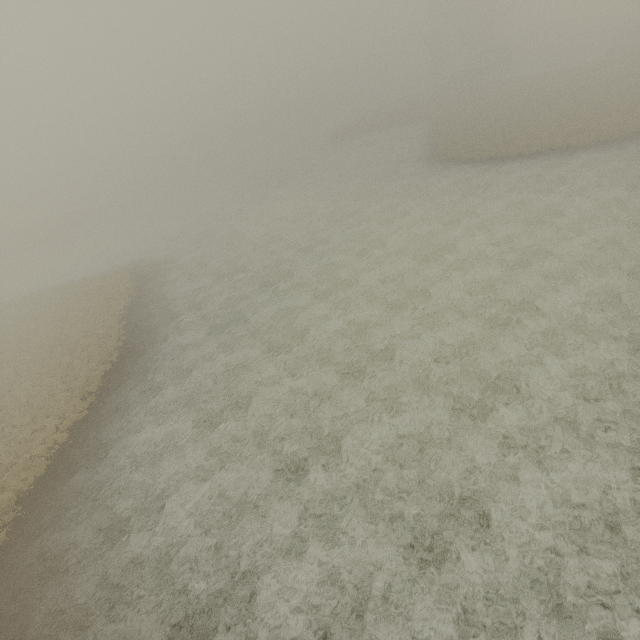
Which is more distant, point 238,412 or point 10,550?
point 238,412
